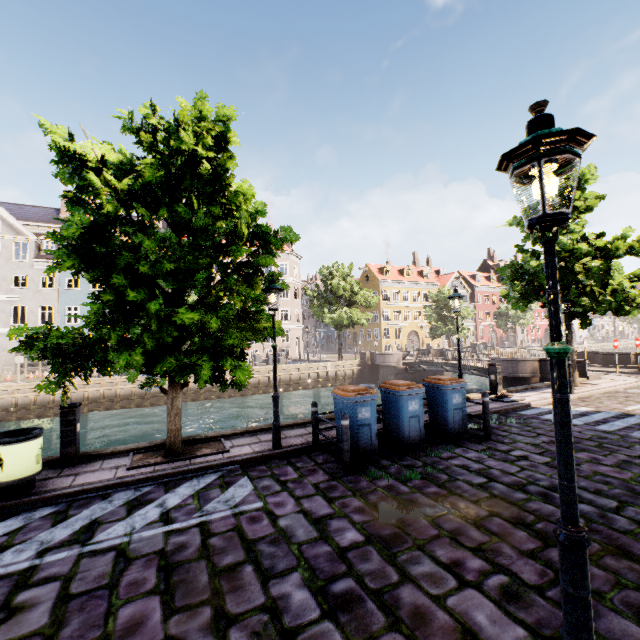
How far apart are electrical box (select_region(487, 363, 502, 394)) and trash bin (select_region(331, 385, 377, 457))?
7.5 meters

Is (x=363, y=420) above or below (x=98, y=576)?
above

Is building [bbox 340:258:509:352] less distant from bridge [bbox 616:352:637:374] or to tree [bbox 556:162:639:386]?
tree [bbox 556:162:639:386]

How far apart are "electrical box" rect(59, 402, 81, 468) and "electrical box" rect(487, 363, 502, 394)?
13.2m

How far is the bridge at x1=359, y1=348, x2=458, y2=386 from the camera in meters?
25.9

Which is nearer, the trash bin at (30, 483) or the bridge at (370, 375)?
the trash bin at (30, 483)

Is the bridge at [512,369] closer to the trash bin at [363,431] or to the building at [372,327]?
the building at [372,327]

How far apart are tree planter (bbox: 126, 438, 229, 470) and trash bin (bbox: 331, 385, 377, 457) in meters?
2.4 m
